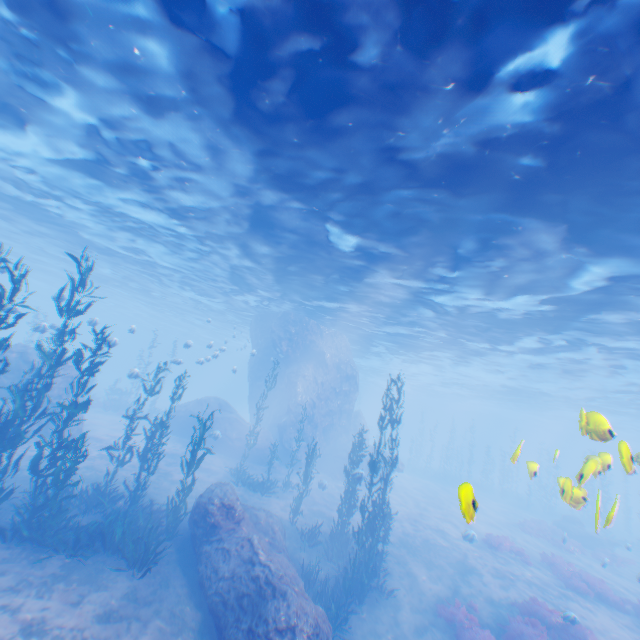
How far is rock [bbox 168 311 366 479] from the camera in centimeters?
2538cm

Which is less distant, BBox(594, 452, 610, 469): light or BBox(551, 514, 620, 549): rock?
BBox(594, 452, 610, 469): light

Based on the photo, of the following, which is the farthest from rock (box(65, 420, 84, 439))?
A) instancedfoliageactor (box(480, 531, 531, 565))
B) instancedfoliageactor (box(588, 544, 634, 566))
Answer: instancedfoliageactor (box(588, 544, 634, 566))

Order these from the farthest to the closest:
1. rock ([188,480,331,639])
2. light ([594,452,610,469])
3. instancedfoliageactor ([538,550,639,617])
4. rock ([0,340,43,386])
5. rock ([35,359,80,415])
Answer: rock ([35,359,80,415])
rock ([0,340,43,386])
instancedfoliageactor ([538,550,639,617])
rock ([188,480,331,639])
light ([594,452,610,469])

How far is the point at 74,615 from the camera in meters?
7.0

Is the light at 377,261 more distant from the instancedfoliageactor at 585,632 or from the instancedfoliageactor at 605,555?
the instancedfoliageactor at 605,555

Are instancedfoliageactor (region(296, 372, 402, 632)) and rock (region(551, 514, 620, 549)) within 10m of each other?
no

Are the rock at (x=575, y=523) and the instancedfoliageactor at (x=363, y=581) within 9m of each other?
no
